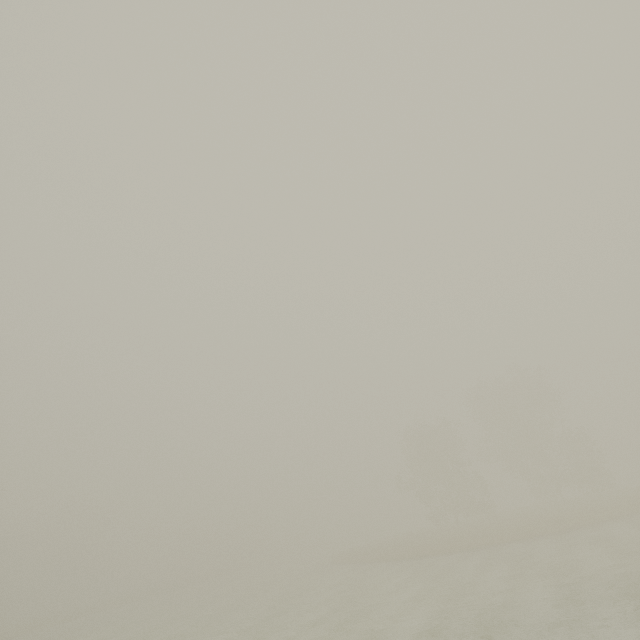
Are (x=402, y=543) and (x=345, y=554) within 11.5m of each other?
yes
